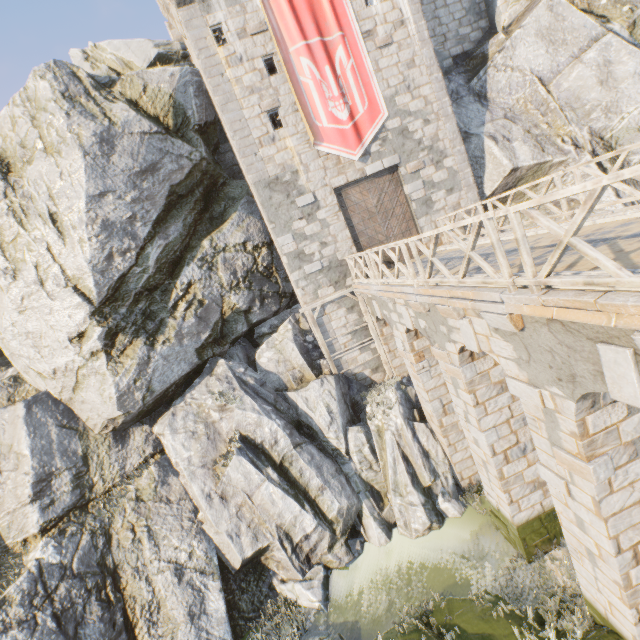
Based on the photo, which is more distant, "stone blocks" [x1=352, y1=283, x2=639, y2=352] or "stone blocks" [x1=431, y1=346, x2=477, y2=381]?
"stone blocks" [x1=431, y1=346, x2=477, y2=381]

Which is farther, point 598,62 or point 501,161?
point 501,161

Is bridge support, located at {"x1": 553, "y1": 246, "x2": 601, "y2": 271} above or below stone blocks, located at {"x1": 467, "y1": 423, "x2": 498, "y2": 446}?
above

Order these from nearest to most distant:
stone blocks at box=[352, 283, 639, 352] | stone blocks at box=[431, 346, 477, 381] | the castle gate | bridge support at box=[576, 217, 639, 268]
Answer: stone blocks at box=[352, 283, 639, 352], bridge support at box=[576, 217, 639, 268], stone blocks at box=[431, 346, 477, 381], the castle gate

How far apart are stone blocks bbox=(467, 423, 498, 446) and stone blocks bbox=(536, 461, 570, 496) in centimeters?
176cm

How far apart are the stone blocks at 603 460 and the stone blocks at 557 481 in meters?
0.4 m

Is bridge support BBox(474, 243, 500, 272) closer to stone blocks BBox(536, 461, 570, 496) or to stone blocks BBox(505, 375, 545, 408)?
stone blocks BBox(505, 375, 545, 408)

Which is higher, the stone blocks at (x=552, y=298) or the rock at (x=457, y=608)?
the stone blocks at (x=552, y=298)
